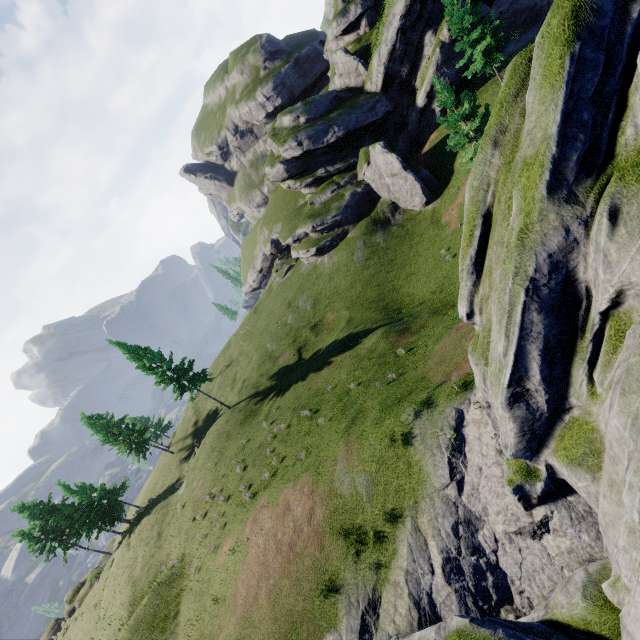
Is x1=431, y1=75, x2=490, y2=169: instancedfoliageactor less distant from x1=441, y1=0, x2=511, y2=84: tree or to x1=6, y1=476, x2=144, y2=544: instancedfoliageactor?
x1=441, y1=0, x2=511, y2=84: tree

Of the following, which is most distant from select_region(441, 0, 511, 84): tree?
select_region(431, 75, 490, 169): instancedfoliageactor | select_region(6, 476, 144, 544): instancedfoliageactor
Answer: select_region(6, 476, 144, 544): instancedfoliageactor

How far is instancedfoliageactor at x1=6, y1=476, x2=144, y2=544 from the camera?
39.1m

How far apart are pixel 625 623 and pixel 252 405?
33.1m

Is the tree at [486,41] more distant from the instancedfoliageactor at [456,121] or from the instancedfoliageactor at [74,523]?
the instancedfoliageactor at [74,523]

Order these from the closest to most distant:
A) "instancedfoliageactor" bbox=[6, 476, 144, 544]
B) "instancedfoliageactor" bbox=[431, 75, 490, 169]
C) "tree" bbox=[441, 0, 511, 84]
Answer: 1. "instancedfoliageactor" bbox=[431, 75, 490, 169]
2. "tree" bbox=[441, 0, 511, 84]
3. "instancedfoliageactor" bbox=[6, 476, 144, 544]
